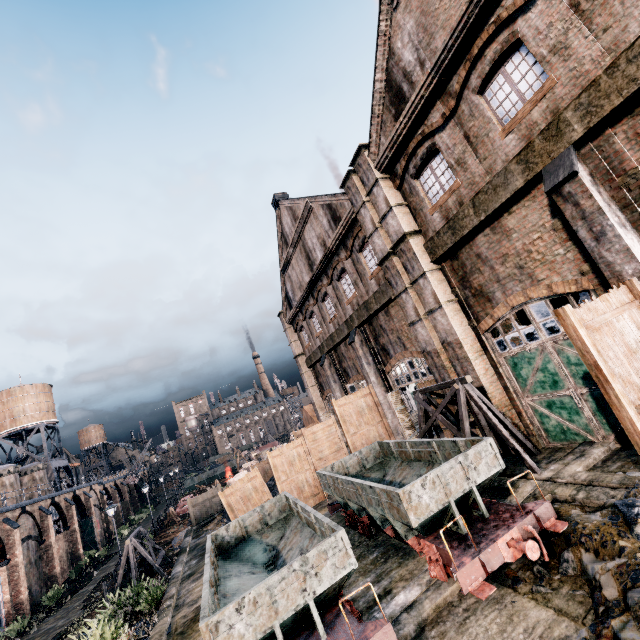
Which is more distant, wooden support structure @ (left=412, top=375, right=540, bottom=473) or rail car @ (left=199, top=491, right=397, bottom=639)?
wooden support structure @ (left=412, top=375, right=540, bottom=473)

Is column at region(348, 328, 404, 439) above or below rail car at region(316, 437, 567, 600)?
above

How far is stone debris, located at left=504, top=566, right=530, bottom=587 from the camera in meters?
6.5

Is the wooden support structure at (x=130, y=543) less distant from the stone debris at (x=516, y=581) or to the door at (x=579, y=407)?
the stone debris at (x=516, y=581)

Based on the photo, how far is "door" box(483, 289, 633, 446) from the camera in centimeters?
997cm

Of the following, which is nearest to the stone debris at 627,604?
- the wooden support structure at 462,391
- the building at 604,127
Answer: the building at 604,127

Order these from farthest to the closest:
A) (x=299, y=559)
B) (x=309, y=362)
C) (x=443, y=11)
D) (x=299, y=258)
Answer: (x=309, y=362)
(x=299, y=258)
(x=443, y=11)
(x=299, y=559)

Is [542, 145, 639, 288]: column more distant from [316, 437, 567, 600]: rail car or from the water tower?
the water tower
